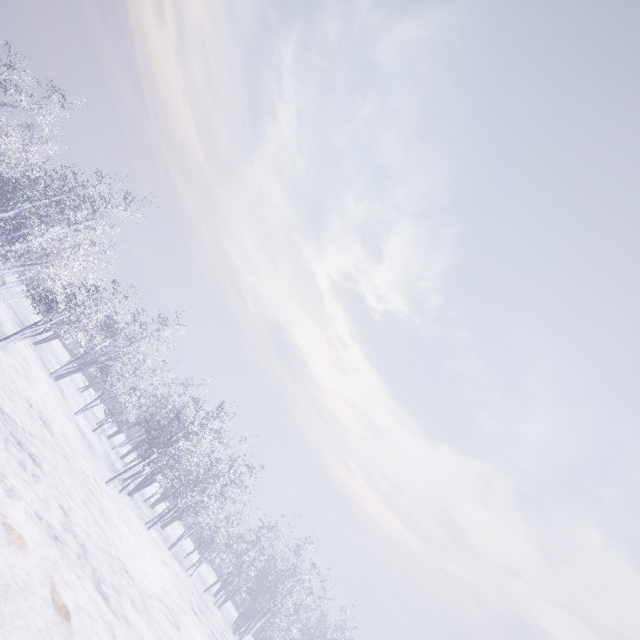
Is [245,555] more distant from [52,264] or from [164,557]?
[52,264]
